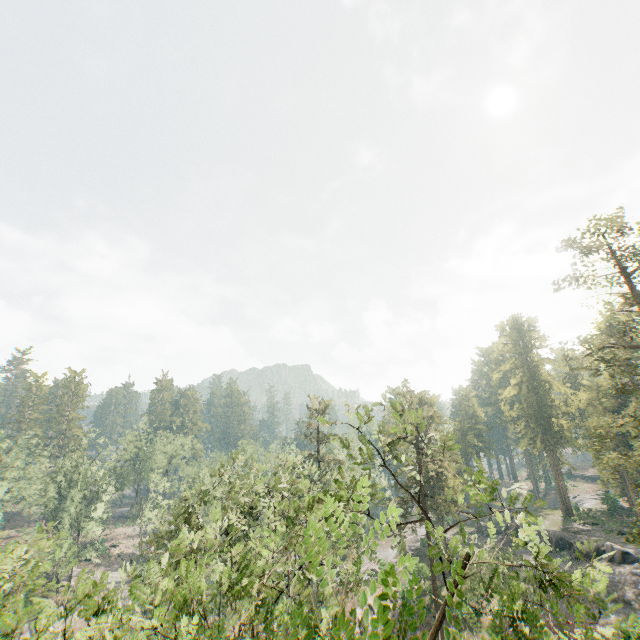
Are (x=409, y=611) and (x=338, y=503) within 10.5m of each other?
yes

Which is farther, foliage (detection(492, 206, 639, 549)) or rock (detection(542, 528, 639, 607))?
rock (detection(542, 528, 639, 607))

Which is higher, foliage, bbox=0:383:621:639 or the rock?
foliage, bbox=0:383:621:639

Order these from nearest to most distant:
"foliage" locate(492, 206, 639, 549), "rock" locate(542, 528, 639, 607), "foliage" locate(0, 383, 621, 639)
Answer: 1. "foliage" locate(0, 383, 621, 639)
2. "foliage" locate(492, 206, 639, 549)
3. "rock" locate(542, 528, 639, 607)

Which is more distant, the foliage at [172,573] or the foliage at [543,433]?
the foliage at [543,433]

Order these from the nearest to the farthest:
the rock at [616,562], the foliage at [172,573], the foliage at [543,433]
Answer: the foliage at [172,573] < the foliage at [543,433] < the rock at [616,562]

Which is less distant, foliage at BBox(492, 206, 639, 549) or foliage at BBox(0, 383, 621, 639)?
foliage at BBox(0, 383, 621, 639)
